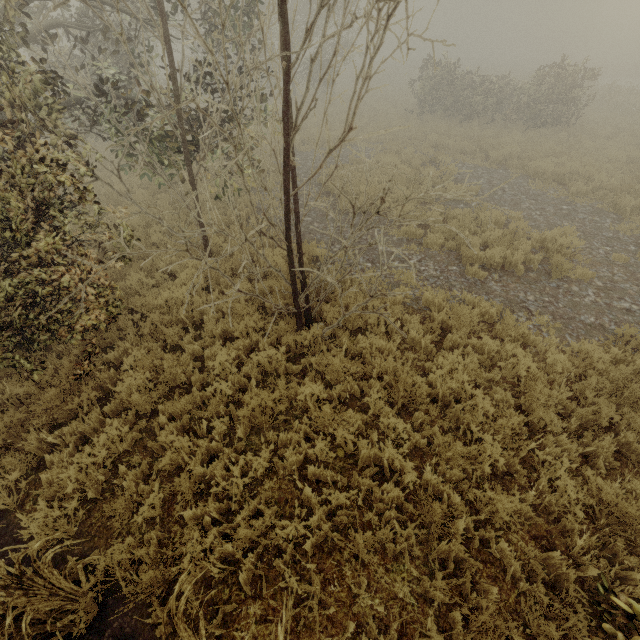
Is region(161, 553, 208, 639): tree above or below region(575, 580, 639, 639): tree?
below

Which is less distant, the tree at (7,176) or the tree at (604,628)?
the tree at (604,628)

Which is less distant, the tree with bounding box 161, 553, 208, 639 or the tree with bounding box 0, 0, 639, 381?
the tree with bounding box 161, 553, 208, 639

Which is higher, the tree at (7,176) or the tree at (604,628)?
the tree at (7,176)

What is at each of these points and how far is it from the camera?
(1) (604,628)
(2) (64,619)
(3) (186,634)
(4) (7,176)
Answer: (1) tree, 2.5 meters
(2) tree, 3.0 meters
(3) tree, 2.6 meters
(4) tree, 3.2 meters
